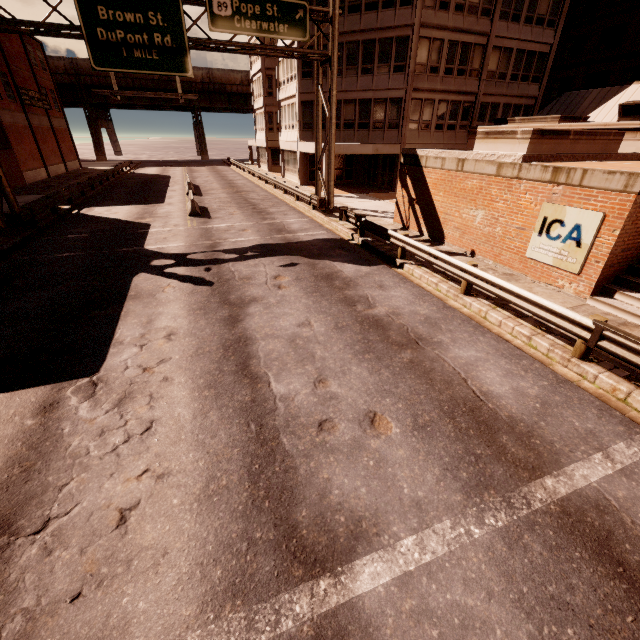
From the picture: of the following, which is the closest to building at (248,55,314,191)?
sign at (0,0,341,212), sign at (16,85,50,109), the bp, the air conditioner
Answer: sign at (0,0,341,212)

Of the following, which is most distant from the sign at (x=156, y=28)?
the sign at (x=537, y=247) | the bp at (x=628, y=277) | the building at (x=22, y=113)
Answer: the bp at (x=628, y=277)

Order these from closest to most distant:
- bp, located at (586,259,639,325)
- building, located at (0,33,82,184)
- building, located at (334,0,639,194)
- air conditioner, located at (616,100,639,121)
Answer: bp, located at (586,259,639,325)
air conditioner, located at (616,100,639,121)
building, located at (334,0,639,194)
building, located at (0,33,82,184)

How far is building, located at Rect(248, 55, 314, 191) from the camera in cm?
2813

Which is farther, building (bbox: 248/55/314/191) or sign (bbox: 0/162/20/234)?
building (bbox: 248/55/314/191)

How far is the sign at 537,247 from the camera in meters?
8.9

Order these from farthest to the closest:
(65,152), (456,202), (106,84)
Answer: (106,84)
(65,152)
(456,202)

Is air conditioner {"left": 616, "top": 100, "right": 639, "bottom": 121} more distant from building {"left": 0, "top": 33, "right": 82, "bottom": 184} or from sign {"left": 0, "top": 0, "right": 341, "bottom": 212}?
building {"left": 0, "top": 33, "right": 82, "bottom": 184}
